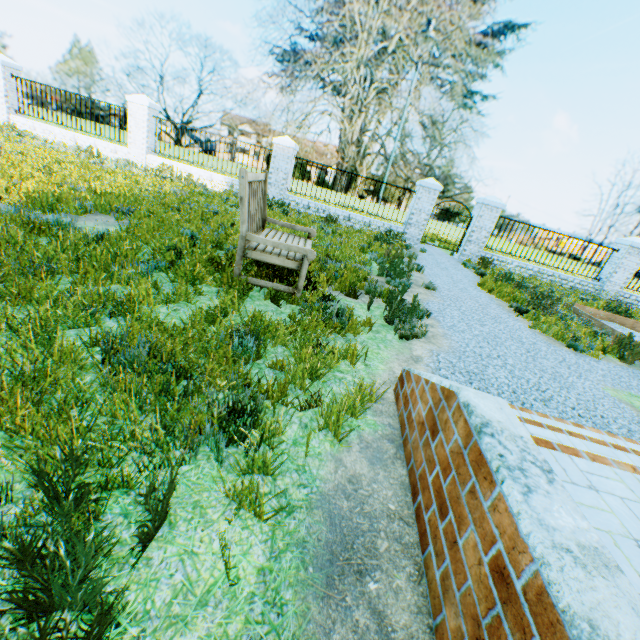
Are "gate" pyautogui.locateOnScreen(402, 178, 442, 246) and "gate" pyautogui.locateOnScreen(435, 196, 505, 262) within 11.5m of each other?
yes

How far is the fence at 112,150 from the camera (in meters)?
12.53

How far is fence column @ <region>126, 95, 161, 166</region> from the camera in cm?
1181

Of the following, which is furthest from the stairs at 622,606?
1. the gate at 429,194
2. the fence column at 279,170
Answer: the fence column at 279,170

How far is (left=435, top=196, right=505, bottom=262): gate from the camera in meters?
11.8 m

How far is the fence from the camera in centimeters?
1253cm

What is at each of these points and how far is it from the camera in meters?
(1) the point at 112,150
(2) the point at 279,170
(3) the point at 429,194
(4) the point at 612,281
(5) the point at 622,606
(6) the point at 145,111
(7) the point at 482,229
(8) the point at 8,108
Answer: (1) fence, 12.6
(2) fence column, 12.1
(3) gate, 11.9
(4) fence column, 12.3
(5) stairs, 0.9
(6) fence column, 11.9
(7) gate, 12.1
(8) fence column, 12.4

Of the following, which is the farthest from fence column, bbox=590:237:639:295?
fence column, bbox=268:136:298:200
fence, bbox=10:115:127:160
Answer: fence, bbox=10:115:127:160
